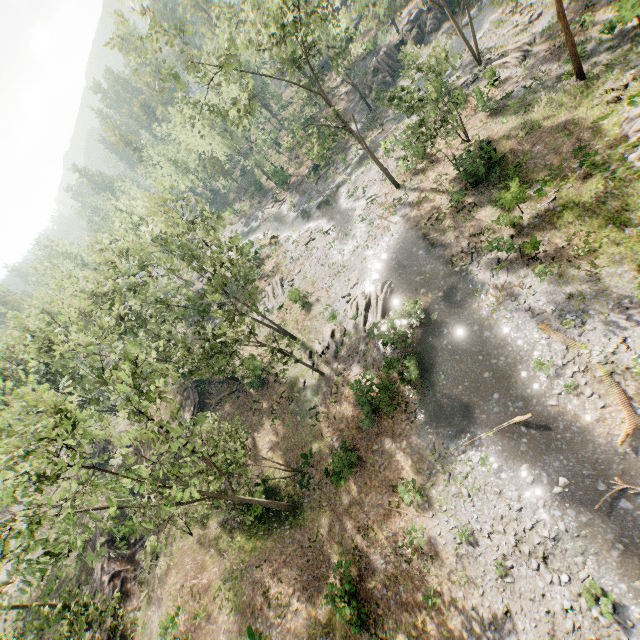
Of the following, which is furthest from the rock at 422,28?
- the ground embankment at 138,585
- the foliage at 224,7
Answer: the ground embankment at 138,585

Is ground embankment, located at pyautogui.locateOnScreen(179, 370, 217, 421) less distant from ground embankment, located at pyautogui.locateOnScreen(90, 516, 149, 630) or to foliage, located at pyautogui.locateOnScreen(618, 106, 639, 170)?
foliage, located at pyautogui.locateOnScreen(618, 106, 639, 170)

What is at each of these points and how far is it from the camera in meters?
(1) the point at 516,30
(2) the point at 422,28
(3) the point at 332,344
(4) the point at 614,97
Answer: (1) foliage, 30.9 m
(2) rock, 44.0 m
(3) foliage, 28.4 m
(4) foliage, 19.9 m

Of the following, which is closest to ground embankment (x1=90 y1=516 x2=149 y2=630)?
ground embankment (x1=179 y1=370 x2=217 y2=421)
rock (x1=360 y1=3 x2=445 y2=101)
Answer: ground embankment (x1=179 y1=370 x2=217 y2=421)

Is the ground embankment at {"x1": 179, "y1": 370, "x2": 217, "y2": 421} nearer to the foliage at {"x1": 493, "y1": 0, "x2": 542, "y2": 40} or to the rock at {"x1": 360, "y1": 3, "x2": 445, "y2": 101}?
the foliage at {"x1": 493, "y1": 0, "x2": 542, "y2": 40}

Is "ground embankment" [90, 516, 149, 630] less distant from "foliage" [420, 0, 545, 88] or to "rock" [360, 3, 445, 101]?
"foliage" [420, 0, 545, 88]

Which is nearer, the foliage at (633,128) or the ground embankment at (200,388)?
the foliage at (633,128)

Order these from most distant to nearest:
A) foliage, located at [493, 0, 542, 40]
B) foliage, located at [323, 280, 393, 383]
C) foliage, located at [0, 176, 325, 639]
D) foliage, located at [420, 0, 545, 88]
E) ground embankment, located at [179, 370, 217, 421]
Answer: ground embankment, located at [179, 370, 217, 421]
foliage, located at [420, 0, 545, 88]
foliage, located at [323, 280, 393, 383]
foliage, located at [493, 0, 542, 40]
foliage, located at [0, 176, 325, 639]
